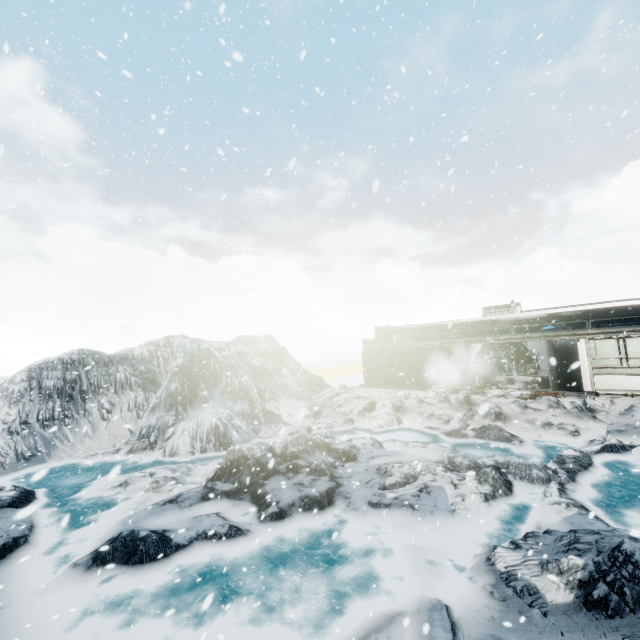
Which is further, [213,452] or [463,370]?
[463,370]
